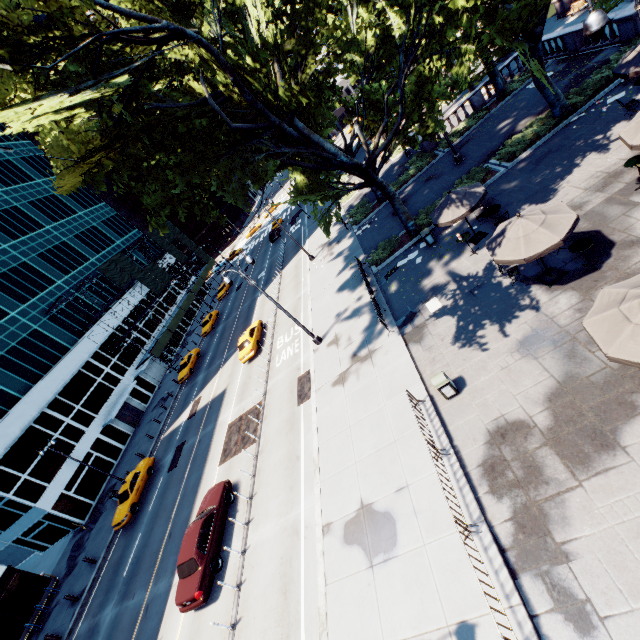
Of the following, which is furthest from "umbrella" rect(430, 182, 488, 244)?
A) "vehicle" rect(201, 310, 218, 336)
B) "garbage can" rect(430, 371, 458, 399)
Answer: "vehicle" rect(201, 310, 218, 336)

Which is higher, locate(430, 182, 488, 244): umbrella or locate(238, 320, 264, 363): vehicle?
locate(430, 182, 488, 244): umbrella

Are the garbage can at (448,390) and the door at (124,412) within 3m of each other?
no

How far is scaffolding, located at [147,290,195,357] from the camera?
43.6 meters

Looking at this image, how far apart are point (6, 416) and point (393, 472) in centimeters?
Answer: 3645cm

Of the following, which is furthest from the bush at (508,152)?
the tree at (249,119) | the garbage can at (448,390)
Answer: the garbage can at (448,390)

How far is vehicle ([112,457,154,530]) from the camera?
23.3m

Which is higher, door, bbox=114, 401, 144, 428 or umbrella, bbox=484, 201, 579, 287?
umbrella, bbox=484, 201, 579, 287
